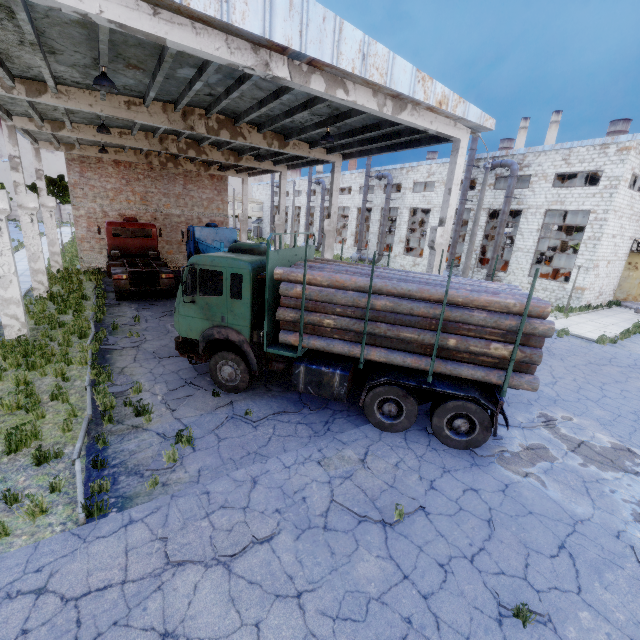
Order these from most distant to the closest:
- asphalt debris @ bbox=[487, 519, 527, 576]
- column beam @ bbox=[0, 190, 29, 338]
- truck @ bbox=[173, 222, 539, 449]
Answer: column beam @ bbox=[0, 190, 29, 338]
truck @ bbox=[173, 222, 539, 449]
asphalt debris @ bbox=[487, 519, 527, 576]

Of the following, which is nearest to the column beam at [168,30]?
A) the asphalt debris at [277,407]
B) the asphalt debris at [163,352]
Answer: the asphalt debris at [277,407]

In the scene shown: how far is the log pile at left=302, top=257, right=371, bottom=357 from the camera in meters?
6.9

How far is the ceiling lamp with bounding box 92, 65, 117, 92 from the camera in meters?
7.8

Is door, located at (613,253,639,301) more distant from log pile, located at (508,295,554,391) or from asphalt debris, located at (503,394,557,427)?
log pile, located at (508,295,554,391)

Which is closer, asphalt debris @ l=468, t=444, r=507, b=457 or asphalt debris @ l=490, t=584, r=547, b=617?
asphalt debris @ l=490, t=584, r=547, b=617

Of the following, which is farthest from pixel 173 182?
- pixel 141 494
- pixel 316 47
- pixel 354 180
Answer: pixel 354 180

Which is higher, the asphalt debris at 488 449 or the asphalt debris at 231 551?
the asphalt debris at 488 449
